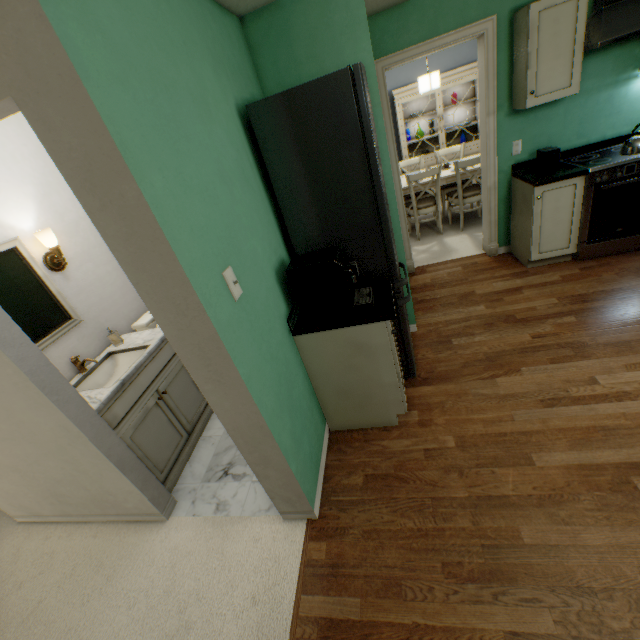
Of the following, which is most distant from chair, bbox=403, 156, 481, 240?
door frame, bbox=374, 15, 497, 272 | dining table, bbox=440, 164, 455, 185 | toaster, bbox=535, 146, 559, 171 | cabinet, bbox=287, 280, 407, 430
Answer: cabinet, bbox=287, 280, 407, 430

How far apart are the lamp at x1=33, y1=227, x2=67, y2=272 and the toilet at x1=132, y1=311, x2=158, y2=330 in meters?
0.7 m

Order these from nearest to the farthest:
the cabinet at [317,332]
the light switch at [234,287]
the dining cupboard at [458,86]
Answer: the light switch at [234,287] → the cabinet at [317,332] → the dining cupboard at [458,86]

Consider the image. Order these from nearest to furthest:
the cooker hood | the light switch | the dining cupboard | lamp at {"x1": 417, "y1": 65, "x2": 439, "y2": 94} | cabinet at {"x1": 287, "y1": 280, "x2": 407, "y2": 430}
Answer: the light switch
cabinet at {"x1": 287, "y1": 280, "x2": 407, "y2": 430}
the cooker hood
lamp at {"x1": 417, "y1": 65, "x2": 439, "y2": 94}
the dining cupboard

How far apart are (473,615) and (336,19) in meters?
3.1

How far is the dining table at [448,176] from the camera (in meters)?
4.50

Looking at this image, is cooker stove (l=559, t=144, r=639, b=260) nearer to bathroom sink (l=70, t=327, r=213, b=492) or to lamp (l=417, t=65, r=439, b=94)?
lamp (l=417, t=65, r=439, b=94)

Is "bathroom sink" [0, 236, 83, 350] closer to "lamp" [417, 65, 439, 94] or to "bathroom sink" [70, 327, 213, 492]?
"bathroom sink" [70, 327, 213, 492]
